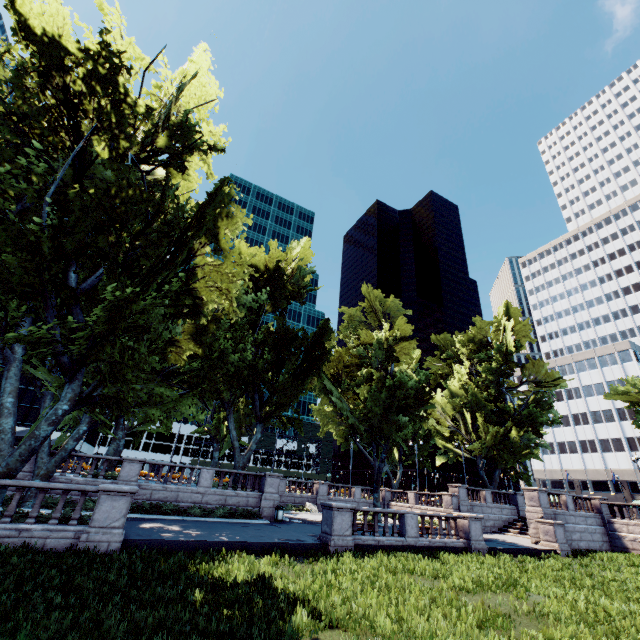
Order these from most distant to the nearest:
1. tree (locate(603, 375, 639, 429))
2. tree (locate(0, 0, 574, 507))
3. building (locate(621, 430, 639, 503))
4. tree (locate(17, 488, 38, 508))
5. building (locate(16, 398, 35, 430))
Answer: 1. building (locate(16, 398, 35, 430))
2. building (locate(621, 430, 639, 503))
3. tree (locate(603, 375, 639, 429))
4. tree (locate(17, 488, 38, 508))
5. tree (locate(0, 0, 574, 507))

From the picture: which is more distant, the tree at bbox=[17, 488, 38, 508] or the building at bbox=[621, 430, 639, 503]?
the building at bbox=[621, 430, 639, 503]

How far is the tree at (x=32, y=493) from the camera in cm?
1744

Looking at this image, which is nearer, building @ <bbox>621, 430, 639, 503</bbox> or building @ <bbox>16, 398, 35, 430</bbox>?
building @ <bbox>621, 430, 639, 503</bbox>

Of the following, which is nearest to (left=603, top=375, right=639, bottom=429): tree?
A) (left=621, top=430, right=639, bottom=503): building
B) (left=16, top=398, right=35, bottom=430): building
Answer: (left=621, top=430, right=639, bottom=503): building

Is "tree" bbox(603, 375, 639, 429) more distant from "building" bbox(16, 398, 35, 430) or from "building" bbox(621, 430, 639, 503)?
"building" bbox(16, 398, 35, 430)

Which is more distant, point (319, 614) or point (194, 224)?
point (194, 224)

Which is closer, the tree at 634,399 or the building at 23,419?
the tree at 634,399
